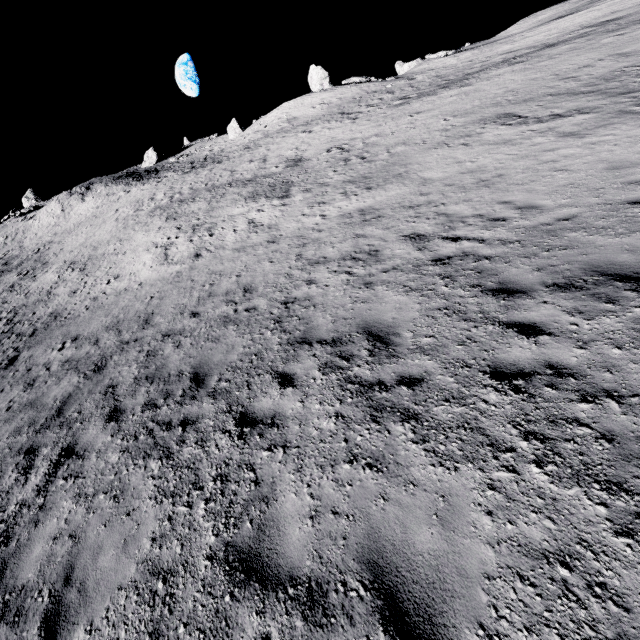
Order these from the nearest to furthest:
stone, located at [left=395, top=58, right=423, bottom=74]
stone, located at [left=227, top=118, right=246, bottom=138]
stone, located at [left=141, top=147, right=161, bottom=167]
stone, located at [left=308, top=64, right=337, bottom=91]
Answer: stone, located at [left=308, top=64, right=337, bottom=91], stone, located at [left=395, top=58, right=423, bottom=74], stone, located at [left=227, top=118, right=246, bottom=138], stone, located at [left=141, top=147, right=161, bottom=167]

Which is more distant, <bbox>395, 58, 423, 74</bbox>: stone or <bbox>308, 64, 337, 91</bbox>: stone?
<bbox>395, 58, 423, 74</bbox>: stone

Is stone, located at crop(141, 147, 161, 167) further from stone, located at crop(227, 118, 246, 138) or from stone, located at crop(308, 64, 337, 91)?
stone, located at crop(308, 64, 337, 91)

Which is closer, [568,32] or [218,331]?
[218,331]

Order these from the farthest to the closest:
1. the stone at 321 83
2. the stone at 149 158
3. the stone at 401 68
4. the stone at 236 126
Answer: the stone at 149 158, the stone at 236 126, the stone at 401 68, the stone at 321 83

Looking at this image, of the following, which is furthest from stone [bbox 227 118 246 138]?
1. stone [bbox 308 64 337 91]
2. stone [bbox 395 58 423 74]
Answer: stone [bbox 395 58 423 74]

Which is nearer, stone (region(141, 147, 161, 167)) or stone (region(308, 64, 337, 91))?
stone (region(308, 64, 337, 91))

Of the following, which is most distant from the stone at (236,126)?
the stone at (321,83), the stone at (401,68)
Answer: the stone at (401,68)
